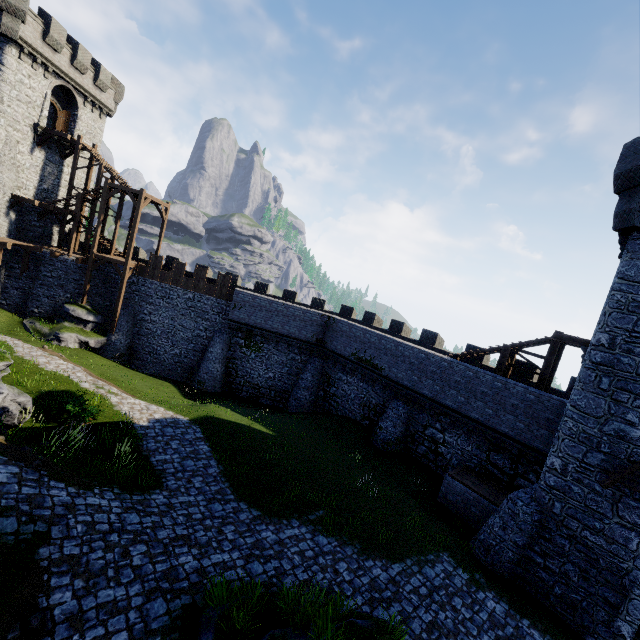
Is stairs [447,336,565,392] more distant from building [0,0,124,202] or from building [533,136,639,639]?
building [0,0,124,202]

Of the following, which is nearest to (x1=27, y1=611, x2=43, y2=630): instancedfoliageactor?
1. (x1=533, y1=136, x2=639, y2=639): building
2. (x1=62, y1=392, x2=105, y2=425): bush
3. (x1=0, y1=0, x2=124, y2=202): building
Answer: (x1=62, y1=392, x2=105, y2=425): bush

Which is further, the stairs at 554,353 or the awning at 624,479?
the stairs at 554,353

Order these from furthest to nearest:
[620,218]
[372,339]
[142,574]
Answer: [372,339] < [620,218] < [142,574]

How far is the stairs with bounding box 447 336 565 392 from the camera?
16.08m

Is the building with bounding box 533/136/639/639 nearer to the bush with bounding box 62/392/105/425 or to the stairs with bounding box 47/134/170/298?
the bush with bounding box 62/392/105/425

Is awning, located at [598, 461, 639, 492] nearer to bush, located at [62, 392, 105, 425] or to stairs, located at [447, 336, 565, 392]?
stairs, located at [447, 336, 565, 392]

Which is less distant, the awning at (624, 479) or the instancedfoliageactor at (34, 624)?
the instancedfoliageactor at (34, 624)
